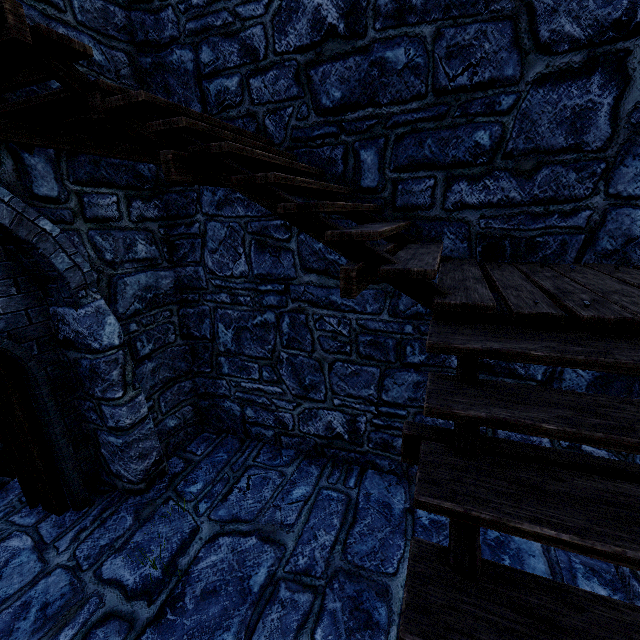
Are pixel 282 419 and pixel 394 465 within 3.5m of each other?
yes
